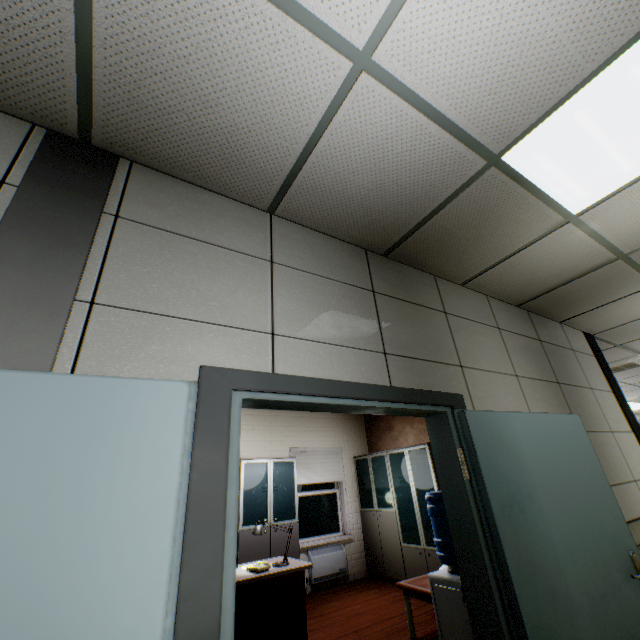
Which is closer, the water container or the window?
the water container

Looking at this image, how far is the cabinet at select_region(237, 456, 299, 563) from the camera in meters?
5.2 m

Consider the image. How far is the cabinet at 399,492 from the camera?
5.47m

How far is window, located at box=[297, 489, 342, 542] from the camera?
6.3m

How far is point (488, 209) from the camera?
2.24m

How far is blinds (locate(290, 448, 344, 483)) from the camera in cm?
662

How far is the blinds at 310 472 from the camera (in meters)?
6.62

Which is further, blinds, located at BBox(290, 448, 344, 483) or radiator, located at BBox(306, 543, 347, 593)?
blinds, located at BBox(290, 448, 344, 483)
